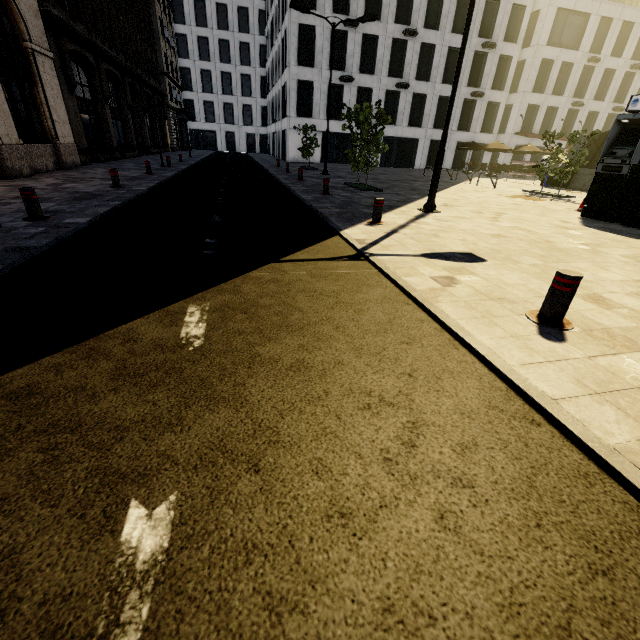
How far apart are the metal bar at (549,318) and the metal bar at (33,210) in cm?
819

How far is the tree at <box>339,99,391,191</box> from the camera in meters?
12.2 m

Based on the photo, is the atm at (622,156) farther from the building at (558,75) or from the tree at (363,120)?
the building at (558,75)

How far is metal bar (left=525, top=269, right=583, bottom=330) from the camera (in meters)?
3.21

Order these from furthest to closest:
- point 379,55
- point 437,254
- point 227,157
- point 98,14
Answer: point 227,157, point 379,55, point 98,14, point 437,254

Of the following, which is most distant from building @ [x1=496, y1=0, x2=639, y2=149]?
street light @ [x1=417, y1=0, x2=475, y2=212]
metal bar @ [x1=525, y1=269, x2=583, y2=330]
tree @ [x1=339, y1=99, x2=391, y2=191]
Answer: metal bar @ [x1=525, y1=269, x2=583, y2=330]

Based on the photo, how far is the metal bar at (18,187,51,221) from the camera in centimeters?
586cm

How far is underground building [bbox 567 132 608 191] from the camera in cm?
2031
